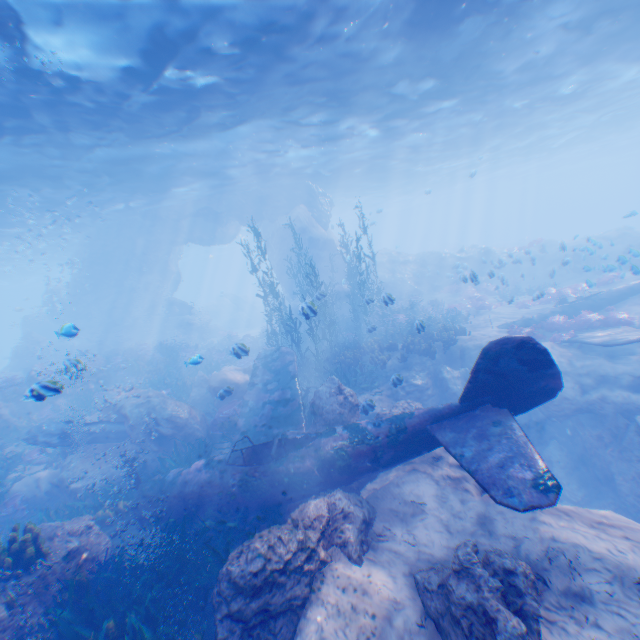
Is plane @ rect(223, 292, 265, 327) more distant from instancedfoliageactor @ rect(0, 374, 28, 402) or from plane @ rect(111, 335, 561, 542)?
plane @ rect(111, 335, 561, 542)

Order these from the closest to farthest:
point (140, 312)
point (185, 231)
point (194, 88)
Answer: point (194, 88)
point (185, 231)
point (140, 312)

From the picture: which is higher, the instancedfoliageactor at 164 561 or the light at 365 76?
the light at 365 76

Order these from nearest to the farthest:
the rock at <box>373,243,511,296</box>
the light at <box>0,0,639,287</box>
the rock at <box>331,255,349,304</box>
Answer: the light at <box>0,0,639,287</box> < the rock at <box>373,243,511,296</box> < the rock at <box>331,255,349,304</box>

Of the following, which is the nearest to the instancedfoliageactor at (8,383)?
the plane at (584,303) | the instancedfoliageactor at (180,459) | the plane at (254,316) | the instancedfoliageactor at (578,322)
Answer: the plane at (584,303)

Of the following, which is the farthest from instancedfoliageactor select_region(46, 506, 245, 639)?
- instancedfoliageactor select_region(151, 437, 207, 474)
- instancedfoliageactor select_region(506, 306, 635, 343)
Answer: instancedfoliageactor select_region(151, 437, 207, 474)

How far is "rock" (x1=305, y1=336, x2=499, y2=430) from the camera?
9.2m

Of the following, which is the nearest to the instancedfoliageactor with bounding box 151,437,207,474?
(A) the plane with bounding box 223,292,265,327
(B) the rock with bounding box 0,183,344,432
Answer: (B) the rock with bounding box 0,183,344,432
